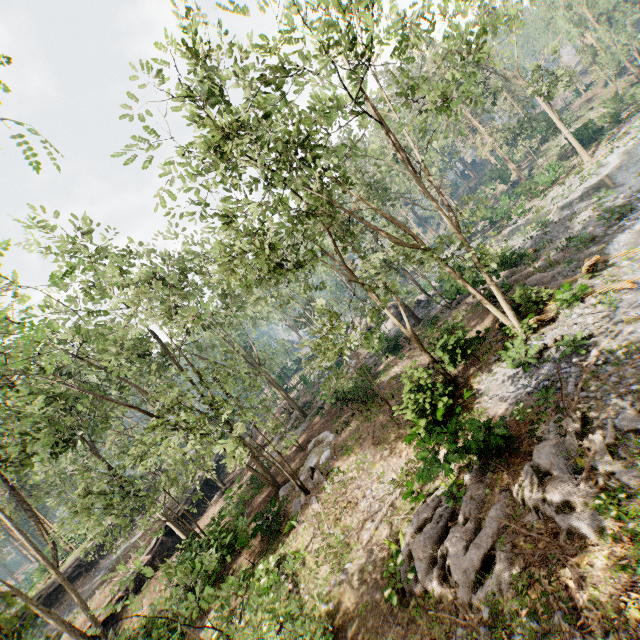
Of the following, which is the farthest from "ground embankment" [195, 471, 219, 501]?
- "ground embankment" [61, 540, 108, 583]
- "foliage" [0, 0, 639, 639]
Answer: "ground embankment" [61, 540, 108, 583]

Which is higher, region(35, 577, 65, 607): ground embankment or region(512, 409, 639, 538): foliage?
region(35, 577, 65, 607): ground embankment

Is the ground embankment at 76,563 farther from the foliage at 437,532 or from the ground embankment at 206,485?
the ground embankment at 206,485

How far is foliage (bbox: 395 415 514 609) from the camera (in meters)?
8.13

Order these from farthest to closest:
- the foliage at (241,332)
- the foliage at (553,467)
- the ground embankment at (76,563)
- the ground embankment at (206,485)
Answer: the ground embankment at (206,485) → the ground embankment at (76,563) → the foliage at (241,332) → the foliage at (553,467)

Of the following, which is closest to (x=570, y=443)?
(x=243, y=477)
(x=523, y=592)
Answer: (x=523, y=592)

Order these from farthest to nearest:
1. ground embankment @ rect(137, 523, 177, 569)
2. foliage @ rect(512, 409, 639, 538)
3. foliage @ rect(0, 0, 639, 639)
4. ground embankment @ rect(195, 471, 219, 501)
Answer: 1. ground embankment @ rect(195, 471, 219, 501)
2. ground embankment @ rect(137, 523, 177, 569)
3. foliage @ rect(0, 0, 639, 639)
4. foliage @ rect(512, 409, 639, 538)
